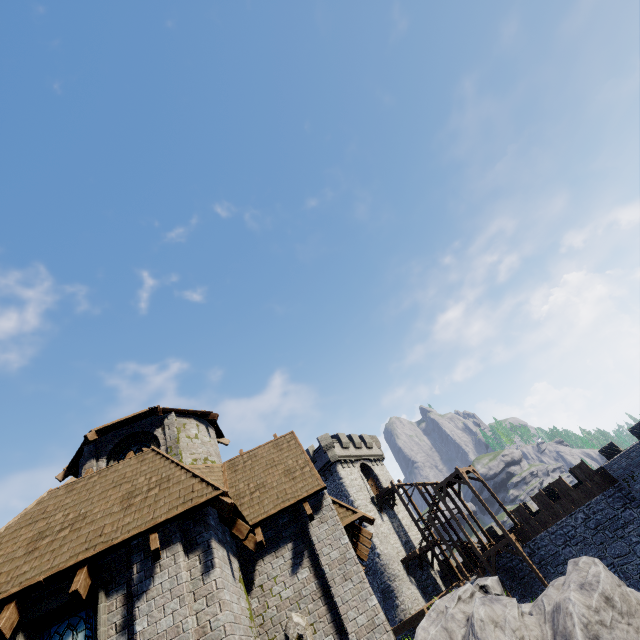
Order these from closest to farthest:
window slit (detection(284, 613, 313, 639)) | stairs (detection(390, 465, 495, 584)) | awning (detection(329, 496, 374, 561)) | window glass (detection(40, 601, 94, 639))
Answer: window glass (detection(40, 601, 94, 639)), window slit (detection(284, 613, 313, 639)), awning (detection(329, 496, 374, 561)), stairs (detection(390, 465, 495, 584))

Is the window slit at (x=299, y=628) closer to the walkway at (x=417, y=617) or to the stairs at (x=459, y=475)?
the walkway at (x=417, y=617)

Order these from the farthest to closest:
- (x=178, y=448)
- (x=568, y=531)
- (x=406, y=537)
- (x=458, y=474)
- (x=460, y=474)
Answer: (x=406, y=537), (x=458, y=474), (x=460, y=474), (x=568, y=531), (x=178, y=448)

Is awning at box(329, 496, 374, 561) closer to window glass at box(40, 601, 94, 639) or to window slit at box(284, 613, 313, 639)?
window slit at box(284, 613, 313, 639)

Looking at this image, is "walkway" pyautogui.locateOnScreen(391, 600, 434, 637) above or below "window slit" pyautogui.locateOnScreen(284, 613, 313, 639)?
below

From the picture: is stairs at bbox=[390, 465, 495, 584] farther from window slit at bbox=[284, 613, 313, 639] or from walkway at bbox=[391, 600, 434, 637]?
window slit at bbox=[284, 613, 313, 639]

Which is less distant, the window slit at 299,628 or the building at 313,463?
the building at 313,463

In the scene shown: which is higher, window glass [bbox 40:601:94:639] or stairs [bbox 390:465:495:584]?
stairs [bbox 390:465:495:584]
